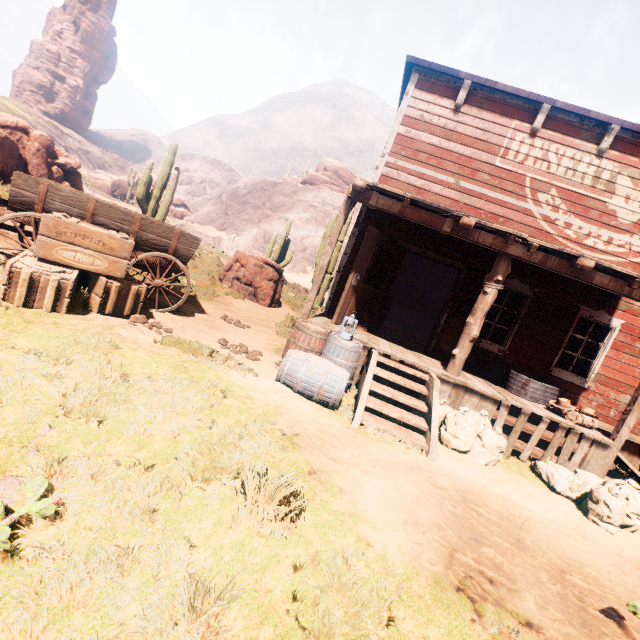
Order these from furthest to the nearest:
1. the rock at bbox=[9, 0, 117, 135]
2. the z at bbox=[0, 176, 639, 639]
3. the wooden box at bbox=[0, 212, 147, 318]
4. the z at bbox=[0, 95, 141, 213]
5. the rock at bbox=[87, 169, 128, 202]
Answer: the rock at bbox=[9, 0, 117, 135]
the rock at bbox=[87, 169, 128, 202]
the z at bbox=[0, 95, 141, 213]
the wooden box at bbox=[0, 212, 147, 318]
the z at bbox=[0, 176, 639, 639]

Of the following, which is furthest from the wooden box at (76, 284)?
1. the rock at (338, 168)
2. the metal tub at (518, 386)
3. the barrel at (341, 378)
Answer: the rock at (338, 168)

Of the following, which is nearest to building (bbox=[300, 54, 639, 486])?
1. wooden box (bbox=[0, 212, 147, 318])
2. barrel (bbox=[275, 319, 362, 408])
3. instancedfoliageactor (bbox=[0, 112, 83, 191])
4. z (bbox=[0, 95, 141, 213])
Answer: z (bbox=[0, 95, 141, 213])

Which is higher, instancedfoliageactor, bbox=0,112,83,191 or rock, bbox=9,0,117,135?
rock, bbox=9,0,117,135

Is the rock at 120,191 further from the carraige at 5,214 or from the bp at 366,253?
the bp at 366,253

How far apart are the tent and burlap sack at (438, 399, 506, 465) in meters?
1.6 m

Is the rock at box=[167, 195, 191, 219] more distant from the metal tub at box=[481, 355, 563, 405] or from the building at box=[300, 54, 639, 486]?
the building at box=[300, 54, 639, 486]

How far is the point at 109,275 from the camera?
4.8 meters
